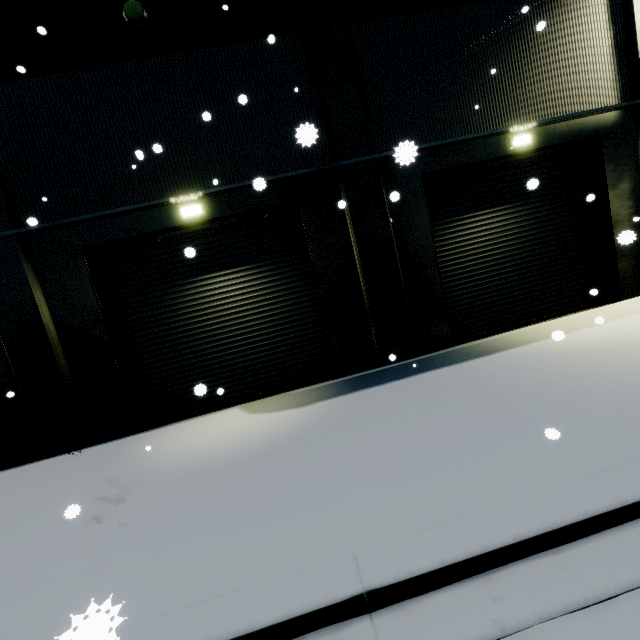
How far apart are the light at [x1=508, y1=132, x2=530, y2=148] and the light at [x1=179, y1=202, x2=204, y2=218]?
7.6 meters

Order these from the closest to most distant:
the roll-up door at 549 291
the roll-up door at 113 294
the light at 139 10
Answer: the light at 139 10 < the roll-up door at 113 294 < the roll-up door at 549 291

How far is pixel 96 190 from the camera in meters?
7.0

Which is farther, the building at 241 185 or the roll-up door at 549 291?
the roll-up door at 549 291

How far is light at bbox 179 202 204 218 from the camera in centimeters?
707cm

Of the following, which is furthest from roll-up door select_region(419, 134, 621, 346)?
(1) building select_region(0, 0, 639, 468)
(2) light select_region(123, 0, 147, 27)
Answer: (2) light select_region(123, 0, 147, 27)

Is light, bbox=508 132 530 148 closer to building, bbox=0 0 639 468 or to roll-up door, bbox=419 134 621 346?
roll-up door, bbox=419 134 621 346

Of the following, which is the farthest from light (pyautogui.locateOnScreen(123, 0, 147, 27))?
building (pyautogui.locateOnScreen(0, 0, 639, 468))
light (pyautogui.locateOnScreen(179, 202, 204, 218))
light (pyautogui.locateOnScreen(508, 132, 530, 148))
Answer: light (pyautogui.locateOnScreen(508, 132, 530, 148))
